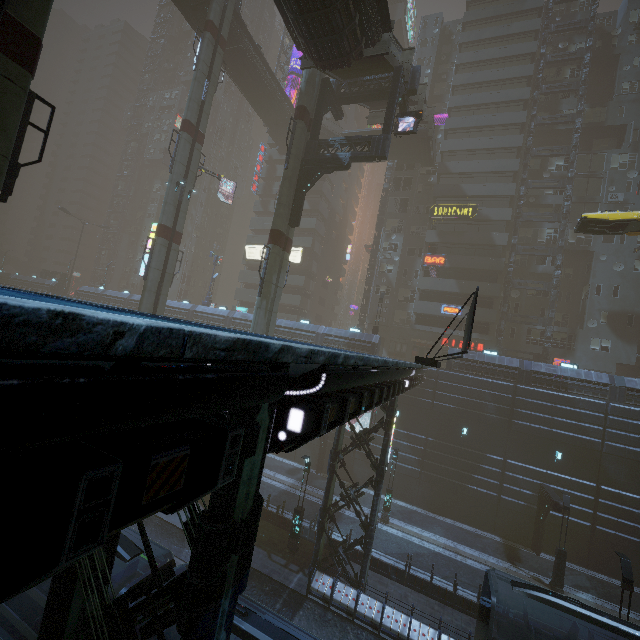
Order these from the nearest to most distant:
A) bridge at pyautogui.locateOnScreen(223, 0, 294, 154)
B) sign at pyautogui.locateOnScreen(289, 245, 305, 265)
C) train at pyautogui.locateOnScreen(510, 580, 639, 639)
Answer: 1. train at pyautogui.locateOnScreen(510, 580, 639, 639)
2. bridge at pyautogui.locateOnScreen(223, 0, 294, 154)
3. sign at pyautogui.locateOnScreen(289, 245, 305, 265)

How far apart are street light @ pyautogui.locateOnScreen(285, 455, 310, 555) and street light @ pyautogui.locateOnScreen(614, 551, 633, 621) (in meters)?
14.08

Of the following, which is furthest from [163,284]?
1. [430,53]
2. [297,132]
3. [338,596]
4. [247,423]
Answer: [430,53]

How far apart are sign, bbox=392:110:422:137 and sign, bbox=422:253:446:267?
20.2 meters

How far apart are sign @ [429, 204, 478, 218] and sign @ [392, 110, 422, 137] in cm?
1998

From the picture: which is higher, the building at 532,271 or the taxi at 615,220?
the building at 532,271

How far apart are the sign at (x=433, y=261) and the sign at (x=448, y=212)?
4.3 meters

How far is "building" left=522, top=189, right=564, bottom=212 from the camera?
37.9 meters
